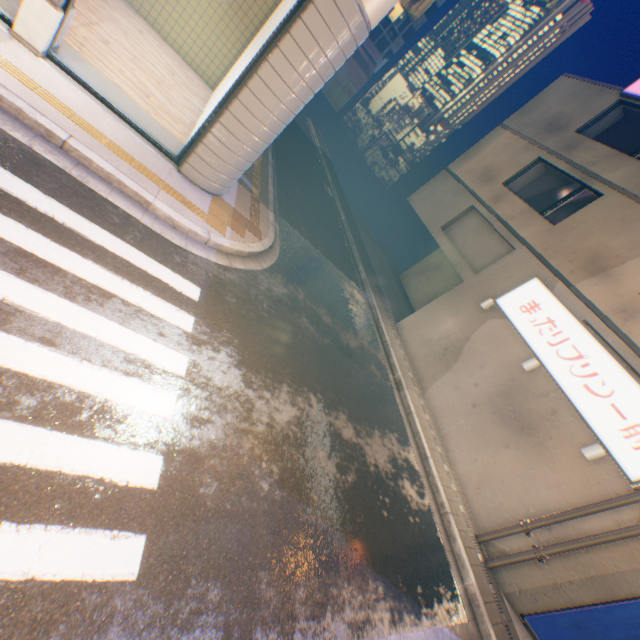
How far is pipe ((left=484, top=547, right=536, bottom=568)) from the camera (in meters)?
7.58

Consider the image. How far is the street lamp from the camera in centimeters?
759cm

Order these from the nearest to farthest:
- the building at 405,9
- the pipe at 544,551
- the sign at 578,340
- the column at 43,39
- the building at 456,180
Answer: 1. the column at 43,39
2. the pipe at 544,551
3. the sign at 578,340
4. the building at 456,180
5. the building at 405,9

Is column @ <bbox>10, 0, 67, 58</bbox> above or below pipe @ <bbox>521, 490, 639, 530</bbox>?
below

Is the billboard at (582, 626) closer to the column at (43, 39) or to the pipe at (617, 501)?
the pipe at (617, 501)

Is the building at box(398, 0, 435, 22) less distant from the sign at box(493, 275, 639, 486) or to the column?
the sign at box(493, 275, 639, 486)

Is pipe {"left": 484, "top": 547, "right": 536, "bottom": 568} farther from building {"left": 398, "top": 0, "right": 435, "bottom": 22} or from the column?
building {"left": 398, "top": 0, "right": 435, "bottom": 22}

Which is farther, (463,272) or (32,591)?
(463,272)
